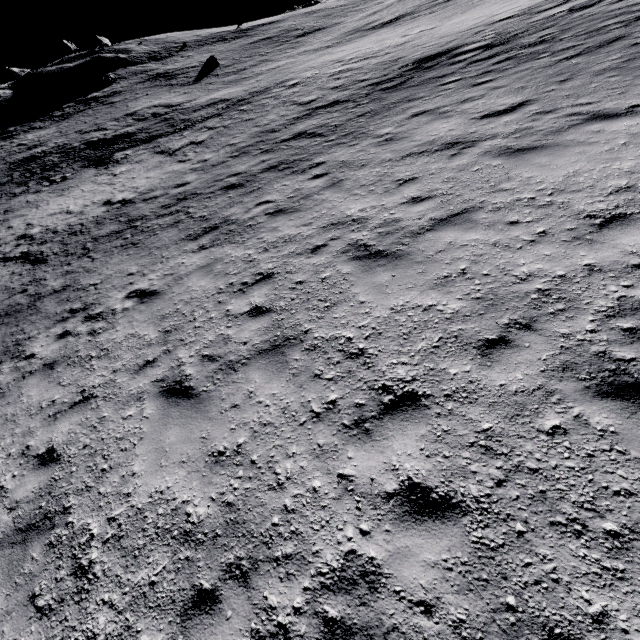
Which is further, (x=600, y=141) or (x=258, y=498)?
(x=600, y=141)

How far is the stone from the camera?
36.69m

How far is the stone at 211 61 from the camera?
36.7 meters
